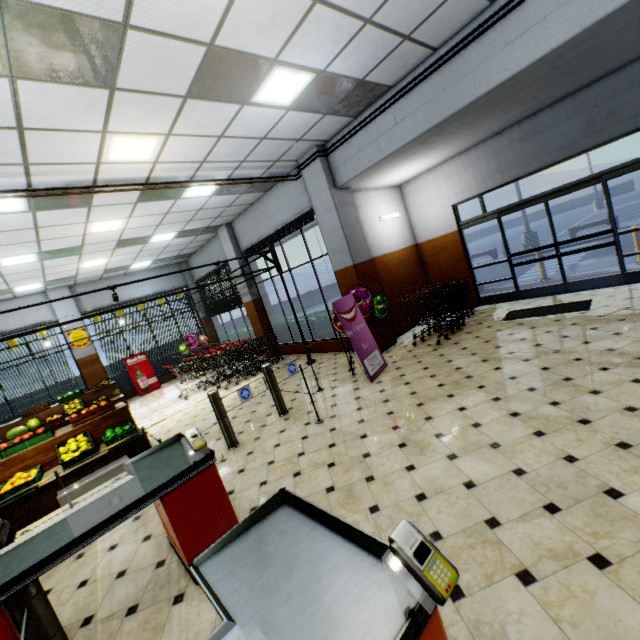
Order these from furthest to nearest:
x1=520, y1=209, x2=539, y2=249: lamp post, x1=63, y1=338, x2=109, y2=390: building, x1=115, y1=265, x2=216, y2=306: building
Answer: x1=520, y1=209, x2=539, y2=249: lamp post → x1=115, y1=265, x2=216, y2=306: building → x1=63, y1=338, x2=109, y2=390: building

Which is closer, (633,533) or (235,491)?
(633,533)

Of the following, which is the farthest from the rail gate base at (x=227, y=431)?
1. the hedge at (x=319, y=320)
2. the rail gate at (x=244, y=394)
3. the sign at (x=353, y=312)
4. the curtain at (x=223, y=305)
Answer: the curtain at (x=223, y=305)

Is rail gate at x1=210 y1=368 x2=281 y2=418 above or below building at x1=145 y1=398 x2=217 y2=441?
above

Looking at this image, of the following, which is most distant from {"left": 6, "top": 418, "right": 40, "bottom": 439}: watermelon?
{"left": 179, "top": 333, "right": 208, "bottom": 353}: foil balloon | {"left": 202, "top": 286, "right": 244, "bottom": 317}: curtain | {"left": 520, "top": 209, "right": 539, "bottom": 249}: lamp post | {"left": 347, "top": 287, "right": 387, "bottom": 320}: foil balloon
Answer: {"left": 520, "top": 209, "right": 539, "bottom": 249}: lamp post

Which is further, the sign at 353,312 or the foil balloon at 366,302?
the foil balloon at 366,302

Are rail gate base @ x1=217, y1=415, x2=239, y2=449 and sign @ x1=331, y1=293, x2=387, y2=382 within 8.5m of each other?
yes

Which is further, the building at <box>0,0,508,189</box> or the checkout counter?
the building at <box>0,0,508,189</box>
